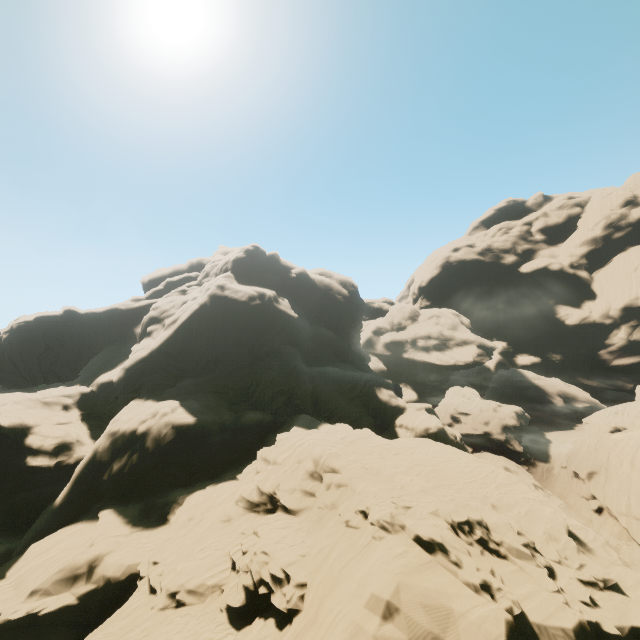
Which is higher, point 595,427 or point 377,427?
point 377,427
